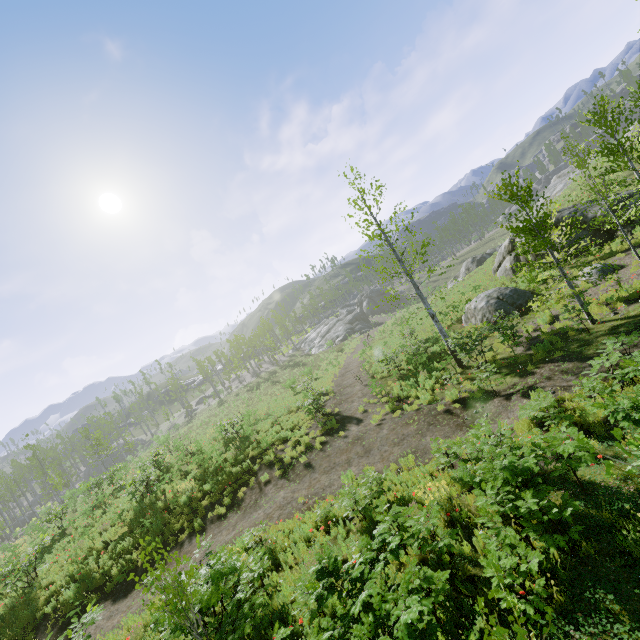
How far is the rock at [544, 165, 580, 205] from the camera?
46.8 meters

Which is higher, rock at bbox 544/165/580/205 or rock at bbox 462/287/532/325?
rock at bbox 544/165/580/205

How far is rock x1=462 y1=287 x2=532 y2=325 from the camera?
17.5m

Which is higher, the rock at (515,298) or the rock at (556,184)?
the rock at (556,184)

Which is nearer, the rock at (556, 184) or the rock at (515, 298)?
A: the rock at (515, 298)

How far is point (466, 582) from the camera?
5.2m

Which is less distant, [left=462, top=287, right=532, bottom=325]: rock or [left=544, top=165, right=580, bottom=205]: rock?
[left=462, top=287, right=532, bottom=325]: rock
